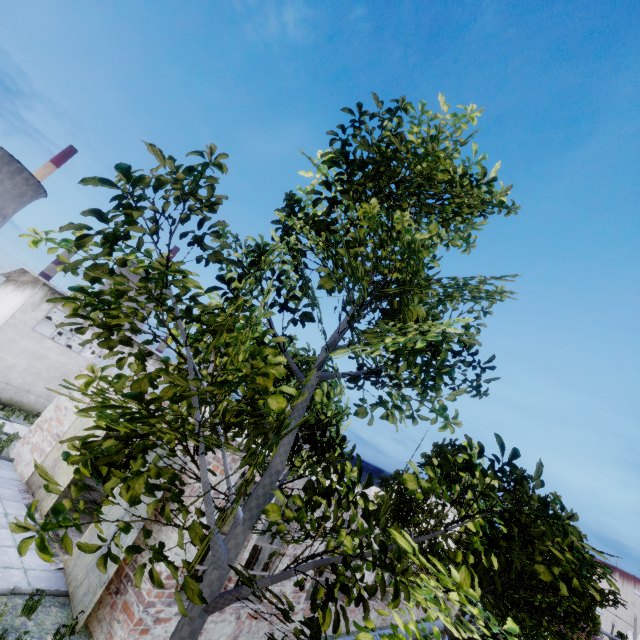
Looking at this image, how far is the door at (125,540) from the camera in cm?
773

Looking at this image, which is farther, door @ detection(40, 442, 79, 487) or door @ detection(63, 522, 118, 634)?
door @ detection(40, 442, 79, 487)

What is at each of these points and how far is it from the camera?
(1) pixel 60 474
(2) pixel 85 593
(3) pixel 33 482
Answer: (1) door, 11.64m
(2) door, 7.57m
(3) door, 12.16m

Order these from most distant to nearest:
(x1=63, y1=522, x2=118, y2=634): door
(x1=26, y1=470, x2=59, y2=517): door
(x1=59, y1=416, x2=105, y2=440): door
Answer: (x1=59, y1=416, x2=105, y2=440): door, (x1=26, y1=470, x2=59, y2=517): door, (x1=63, y1=522, x2=118, y2=634): door

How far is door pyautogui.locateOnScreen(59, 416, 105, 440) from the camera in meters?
12.0 m

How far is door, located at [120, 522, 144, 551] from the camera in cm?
773

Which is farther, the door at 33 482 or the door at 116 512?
the door at 33 482
